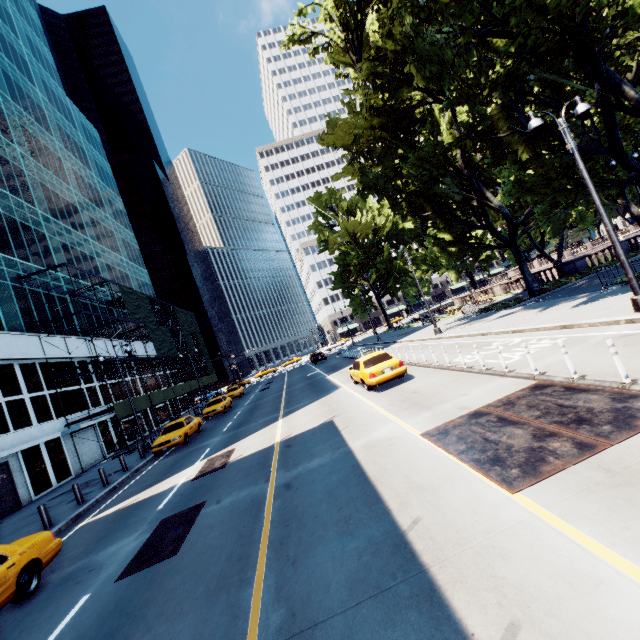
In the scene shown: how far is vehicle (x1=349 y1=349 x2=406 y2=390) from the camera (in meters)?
13.73

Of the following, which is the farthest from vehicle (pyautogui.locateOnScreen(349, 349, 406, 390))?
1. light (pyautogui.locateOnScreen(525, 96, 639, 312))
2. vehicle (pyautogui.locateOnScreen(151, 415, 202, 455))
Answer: vehicle (pyautogui.locateOnScreen(151, 415, 202, 455))

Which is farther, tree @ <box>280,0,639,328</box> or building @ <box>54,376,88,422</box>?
building @ <box>54,376,88,422</box>

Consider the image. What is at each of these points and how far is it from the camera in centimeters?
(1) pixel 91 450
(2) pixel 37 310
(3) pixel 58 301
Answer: (1) building, 2614cm
(2) building, 2588cm
(3) building, 2886cm

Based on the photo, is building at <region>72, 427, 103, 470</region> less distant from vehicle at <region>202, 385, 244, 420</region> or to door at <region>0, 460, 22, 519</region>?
door at <region>0, 460, 22, 519</region>

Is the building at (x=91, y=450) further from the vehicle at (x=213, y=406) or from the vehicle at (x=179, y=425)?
the vehicle at (x=213, y=406)

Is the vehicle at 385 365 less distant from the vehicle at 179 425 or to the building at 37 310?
the vehicle at 179 425

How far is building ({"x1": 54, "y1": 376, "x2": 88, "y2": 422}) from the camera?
25.03m
